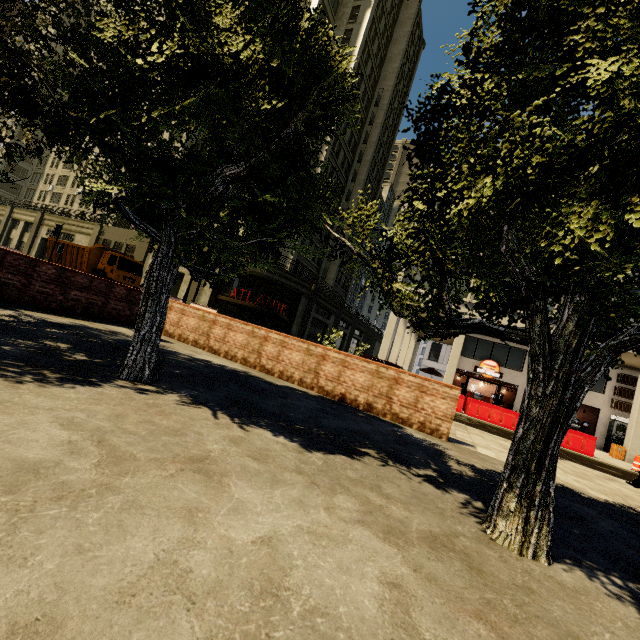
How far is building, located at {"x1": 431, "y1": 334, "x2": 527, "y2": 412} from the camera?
23.8m

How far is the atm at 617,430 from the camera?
20.61m

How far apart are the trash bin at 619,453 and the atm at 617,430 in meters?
3.1 m

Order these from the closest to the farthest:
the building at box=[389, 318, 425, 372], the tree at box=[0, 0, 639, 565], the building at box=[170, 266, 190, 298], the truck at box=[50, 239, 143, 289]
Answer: the tree at box=[0, 0, 639, 565], the truck at box=[50, 239, 143, 289], the building at box=[389, 318, 425, 372], the building at box=[170, 266, 190, 298]

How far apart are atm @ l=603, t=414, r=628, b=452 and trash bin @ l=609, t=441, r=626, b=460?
3.1m

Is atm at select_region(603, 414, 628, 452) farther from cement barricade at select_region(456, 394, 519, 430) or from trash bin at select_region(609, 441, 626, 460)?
A: cement barricade at select_region(456, 394, 519, 430)

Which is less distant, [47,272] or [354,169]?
[47,272]

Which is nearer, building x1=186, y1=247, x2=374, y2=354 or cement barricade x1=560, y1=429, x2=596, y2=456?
cement barricade x1=560, y1=429, x2=596, y2=456
